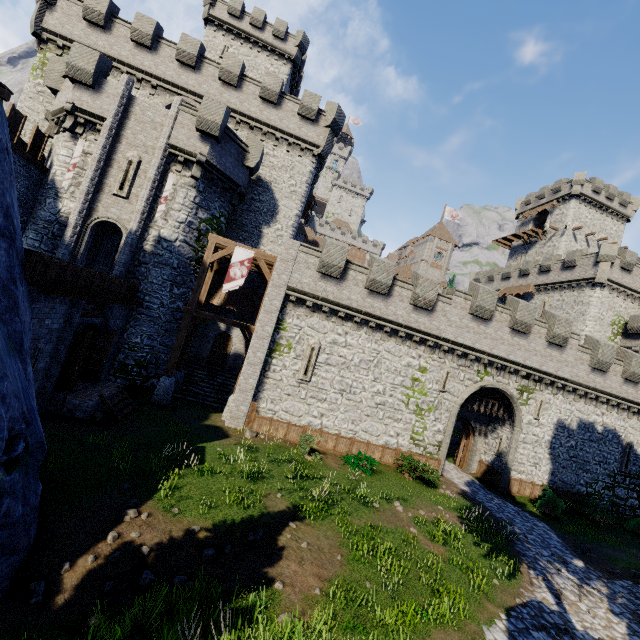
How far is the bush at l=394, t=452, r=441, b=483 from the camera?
17.45m

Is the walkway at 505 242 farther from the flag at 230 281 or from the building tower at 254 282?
the flag at 230 281

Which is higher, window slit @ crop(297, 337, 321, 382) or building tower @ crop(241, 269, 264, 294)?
building tower @ crop(241, 269, 264, 294)

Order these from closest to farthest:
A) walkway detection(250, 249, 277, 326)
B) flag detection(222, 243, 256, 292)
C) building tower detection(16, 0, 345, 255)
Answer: flag detection(222, 243, 256, 292), walkway detection(250, 249, 277, 326), building tower detection(16, 0, 345, 255)

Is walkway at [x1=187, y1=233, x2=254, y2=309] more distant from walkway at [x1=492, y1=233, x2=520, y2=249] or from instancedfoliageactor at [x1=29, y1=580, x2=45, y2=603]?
walkway at [x1=492, y1=233, x2=520, y2=249]

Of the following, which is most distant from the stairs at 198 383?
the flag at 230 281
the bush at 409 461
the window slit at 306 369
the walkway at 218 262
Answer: the bush at 409 461

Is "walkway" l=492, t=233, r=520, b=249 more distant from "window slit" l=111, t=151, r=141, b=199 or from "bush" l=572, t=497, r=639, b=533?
"window slit" l=111, t=151, r=141, b=199

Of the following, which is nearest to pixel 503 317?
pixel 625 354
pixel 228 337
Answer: pixel 625 354
